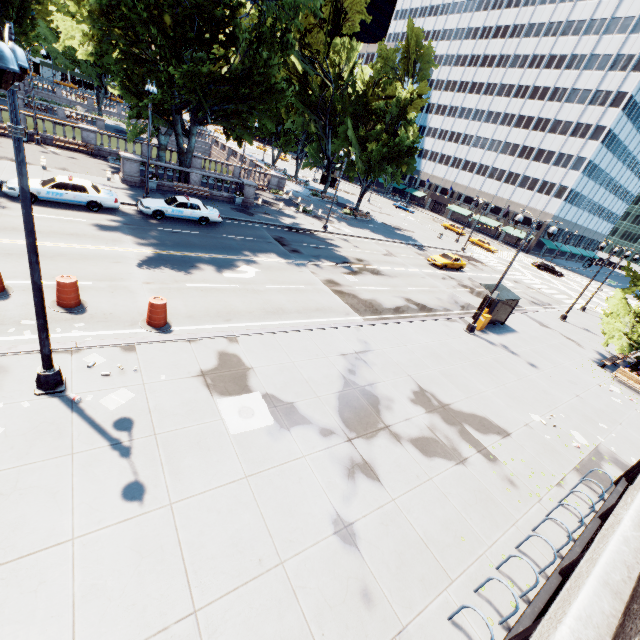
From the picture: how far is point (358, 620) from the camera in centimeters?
606cm

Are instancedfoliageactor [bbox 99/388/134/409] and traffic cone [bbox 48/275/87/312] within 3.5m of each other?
no

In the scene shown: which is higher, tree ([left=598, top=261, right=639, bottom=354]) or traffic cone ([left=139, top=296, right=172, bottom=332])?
tree ([left=598, top=261, right=639, bottom=354])

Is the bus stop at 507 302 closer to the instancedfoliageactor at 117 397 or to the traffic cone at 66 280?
the instancedfoliageactor at 117 397

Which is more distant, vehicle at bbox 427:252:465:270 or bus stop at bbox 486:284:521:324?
vehicle at bbox 427:252:465:270

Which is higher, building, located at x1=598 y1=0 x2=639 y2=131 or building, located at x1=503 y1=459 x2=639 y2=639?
building, located at x1=598 y1=0 x2=639 y2=131

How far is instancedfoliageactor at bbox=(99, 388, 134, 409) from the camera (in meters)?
8.36

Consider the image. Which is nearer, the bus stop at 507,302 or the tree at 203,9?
the tree at 203,9
